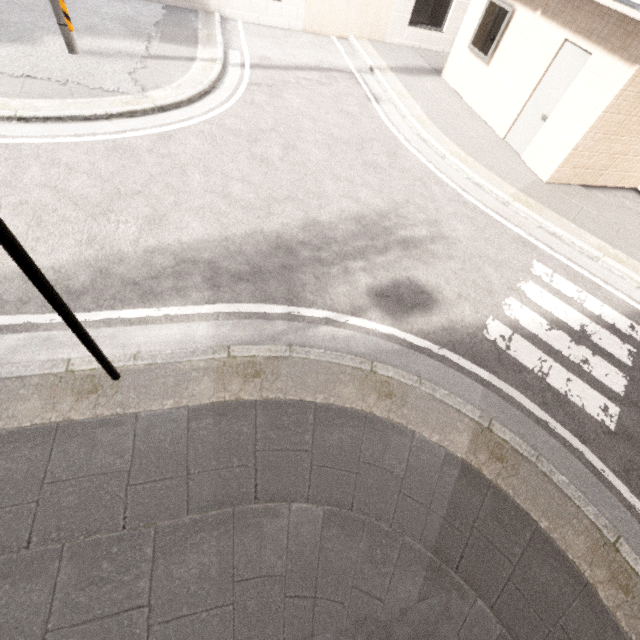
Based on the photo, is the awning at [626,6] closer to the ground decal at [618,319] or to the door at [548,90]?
the door at [548,90]

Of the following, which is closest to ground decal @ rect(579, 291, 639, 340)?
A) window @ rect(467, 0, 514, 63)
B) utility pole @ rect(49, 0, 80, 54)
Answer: window @ rect(467, 0, 514, 63)

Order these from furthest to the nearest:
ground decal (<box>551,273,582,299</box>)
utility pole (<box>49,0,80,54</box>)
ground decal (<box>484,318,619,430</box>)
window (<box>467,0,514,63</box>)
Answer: window (<box>467,0,514,63</box>)
utility pole (<box>49,0,80,54</box>)
ground decal (<box>551,273,582,299</box>)
ground decal (<box>484,318,619,430</box>)

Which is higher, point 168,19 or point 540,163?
point 540,163

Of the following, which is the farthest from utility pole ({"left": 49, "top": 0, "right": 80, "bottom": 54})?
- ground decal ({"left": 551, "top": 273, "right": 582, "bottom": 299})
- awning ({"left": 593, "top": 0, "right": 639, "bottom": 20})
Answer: ground decal ({"left": 551, "top": 273, "right": 582, "bottom": 299})

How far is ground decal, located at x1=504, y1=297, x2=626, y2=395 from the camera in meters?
4.5

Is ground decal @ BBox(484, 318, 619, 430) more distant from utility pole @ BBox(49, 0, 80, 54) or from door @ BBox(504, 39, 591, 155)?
utility pole @ BBox(49, 0, 80, 54)

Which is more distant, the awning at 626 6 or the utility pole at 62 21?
the utility pole at 62 21
